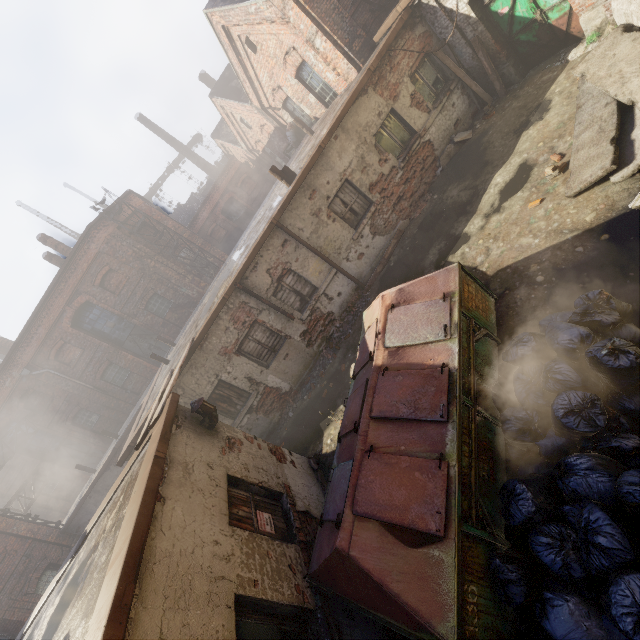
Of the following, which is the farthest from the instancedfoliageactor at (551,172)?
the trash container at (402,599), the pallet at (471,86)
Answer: the pallet at (471,86)

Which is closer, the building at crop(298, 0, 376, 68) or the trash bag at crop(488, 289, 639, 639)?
the trash bag at crop(488, 289, 639, 639)

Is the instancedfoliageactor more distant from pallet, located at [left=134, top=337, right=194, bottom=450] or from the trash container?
pallet, located at [left=134, top=337, right=194, bottom=450]

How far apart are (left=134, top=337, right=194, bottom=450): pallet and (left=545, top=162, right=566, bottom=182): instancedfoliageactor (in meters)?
8.65

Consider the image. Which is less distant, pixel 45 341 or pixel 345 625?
pixel 345 625

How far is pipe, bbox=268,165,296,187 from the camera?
9.80m

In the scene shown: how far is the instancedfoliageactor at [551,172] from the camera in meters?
6.1 m

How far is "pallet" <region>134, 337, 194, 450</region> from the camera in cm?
608
